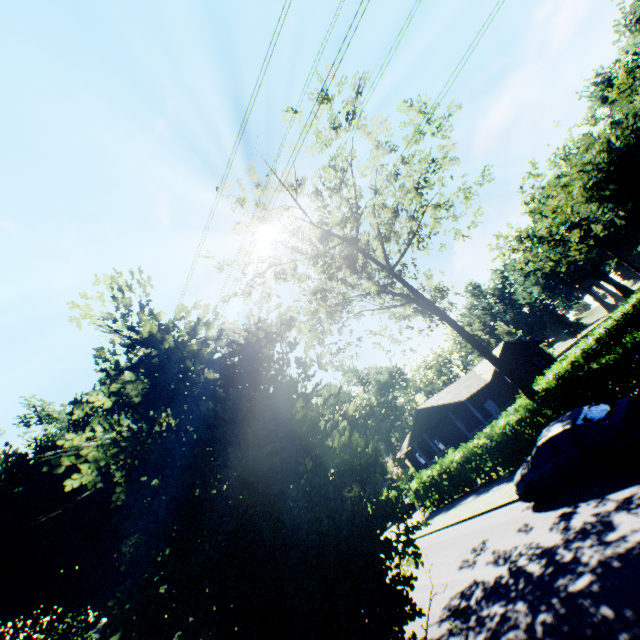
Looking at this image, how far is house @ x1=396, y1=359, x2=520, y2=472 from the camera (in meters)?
29.83

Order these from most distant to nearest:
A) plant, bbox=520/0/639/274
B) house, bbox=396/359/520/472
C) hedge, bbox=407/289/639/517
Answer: plant, bbox=520/0/639/274
house, bbox=396/359/520/472
hedge, bbox=407/289/639/517

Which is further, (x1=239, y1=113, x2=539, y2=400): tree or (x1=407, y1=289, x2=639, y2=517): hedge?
(x1=239, y1=113, x2=539, y2=400): tree

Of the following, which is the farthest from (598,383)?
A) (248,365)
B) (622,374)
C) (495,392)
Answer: (495,392)

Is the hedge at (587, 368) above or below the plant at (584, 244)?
below

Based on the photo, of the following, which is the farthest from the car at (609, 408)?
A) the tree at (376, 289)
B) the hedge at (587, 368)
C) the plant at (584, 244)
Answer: the plant at (584, 244)

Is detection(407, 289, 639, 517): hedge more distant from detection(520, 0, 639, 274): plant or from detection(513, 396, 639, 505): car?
detection(520, 0, 639, 274): plant
